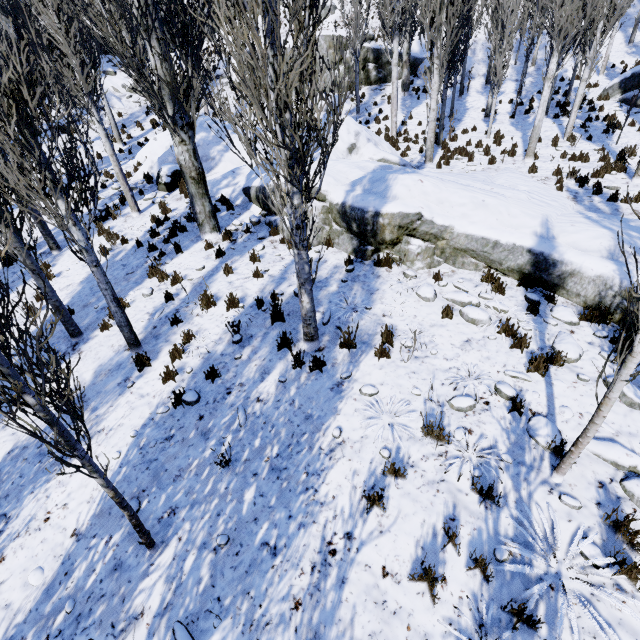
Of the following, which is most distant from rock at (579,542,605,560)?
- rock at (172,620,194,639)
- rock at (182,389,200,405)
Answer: rock at (172,620,194,639)

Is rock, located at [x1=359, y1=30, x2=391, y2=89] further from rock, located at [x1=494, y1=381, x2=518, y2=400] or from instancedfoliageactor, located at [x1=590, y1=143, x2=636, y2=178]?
rock, located at [x1=494, y1=381, x2=518, y2=400]

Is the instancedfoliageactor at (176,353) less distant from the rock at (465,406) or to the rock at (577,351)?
the rock at (577,351)

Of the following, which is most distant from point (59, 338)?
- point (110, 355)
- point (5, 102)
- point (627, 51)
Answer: point (627, 51)

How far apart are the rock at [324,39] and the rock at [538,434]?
26.1m

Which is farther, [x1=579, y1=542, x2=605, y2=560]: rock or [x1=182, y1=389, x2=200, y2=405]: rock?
[x1=182, y1=389, x2=200, y2=405]: rock

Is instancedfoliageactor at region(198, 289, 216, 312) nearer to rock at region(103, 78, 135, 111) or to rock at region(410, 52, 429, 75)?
rock at region(103, 78, 135, 111)

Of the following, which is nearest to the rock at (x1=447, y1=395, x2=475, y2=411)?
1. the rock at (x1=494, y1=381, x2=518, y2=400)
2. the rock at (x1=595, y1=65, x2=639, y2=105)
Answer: the rock at (x1=494, y1=381, x2=518, y2=400)
